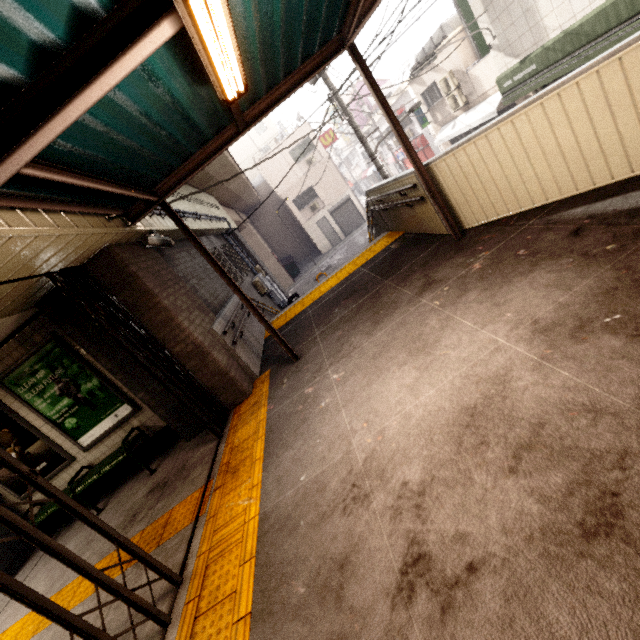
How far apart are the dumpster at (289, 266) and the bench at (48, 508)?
21.83m

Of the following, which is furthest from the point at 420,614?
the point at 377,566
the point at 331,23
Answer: the point at 331,23

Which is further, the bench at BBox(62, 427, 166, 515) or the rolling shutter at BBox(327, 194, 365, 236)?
the rolling shutter at BBox(327, 194, 365, 236)

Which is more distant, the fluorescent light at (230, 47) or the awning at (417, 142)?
the awning at (417, 142)

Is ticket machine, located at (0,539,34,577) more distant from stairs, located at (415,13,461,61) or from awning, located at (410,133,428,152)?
awning, located at (410,133,428,152)

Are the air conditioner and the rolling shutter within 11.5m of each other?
yes

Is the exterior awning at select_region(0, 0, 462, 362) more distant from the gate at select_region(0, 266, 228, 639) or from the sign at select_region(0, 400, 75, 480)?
the sign at select_region(0, 400, 75, 480)

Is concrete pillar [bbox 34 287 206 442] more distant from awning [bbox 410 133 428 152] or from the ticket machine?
awning [bbox 410 133 428 152]
